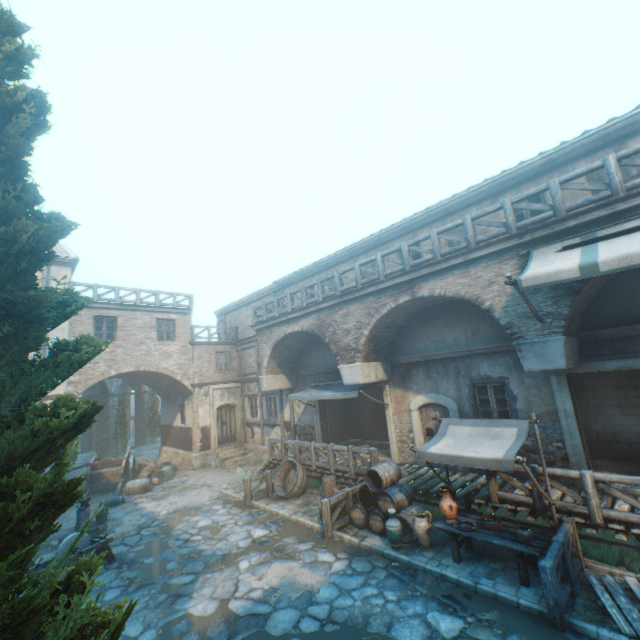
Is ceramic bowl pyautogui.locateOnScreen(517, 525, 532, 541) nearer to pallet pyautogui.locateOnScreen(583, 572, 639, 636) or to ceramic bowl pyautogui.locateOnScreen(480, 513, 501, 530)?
ceramic bowl pyautogui.locateOnScreen(480, 513, 501, 530)

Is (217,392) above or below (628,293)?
below

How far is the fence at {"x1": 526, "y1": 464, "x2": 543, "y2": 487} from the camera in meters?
7.4 m

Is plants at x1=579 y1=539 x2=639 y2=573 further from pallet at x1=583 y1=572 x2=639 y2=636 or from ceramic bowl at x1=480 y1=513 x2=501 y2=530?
ceramic bowl at x1=480 y1=513 x2=501 y2=530

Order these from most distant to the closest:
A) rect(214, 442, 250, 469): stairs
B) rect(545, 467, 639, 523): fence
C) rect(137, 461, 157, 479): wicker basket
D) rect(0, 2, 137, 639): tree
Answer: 1. rect(214, 442, 250, 469): stairs
2. rect(137, 461, 157, 479): wicker basket
3. rect(545, 467, 639, 523): fence
4. rect(0, 2, 137, 639): tree

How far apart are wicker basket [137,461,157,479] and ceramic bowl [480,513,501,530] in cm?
1643

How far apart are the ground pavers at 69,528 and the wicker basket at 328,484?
7.2 meters

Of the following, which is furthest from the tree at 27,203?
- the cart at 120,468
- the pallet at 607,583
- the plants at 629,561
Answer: the plants at 629,561
